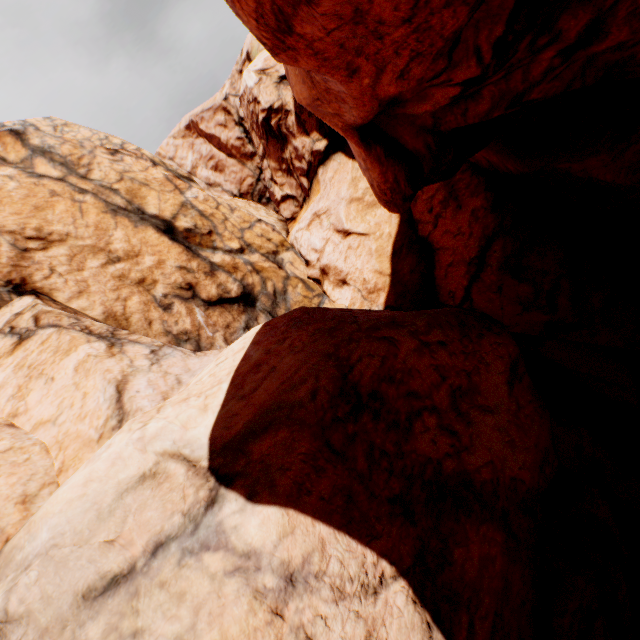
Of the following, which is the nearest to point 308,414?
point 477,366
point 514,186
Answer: point 477,366
